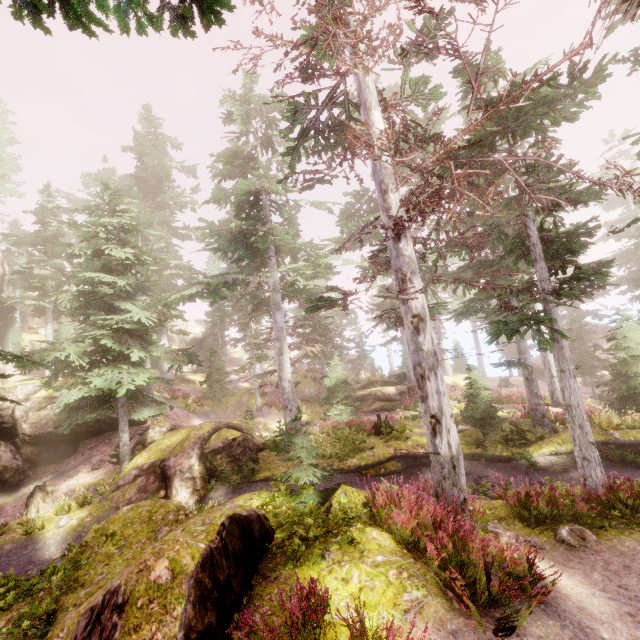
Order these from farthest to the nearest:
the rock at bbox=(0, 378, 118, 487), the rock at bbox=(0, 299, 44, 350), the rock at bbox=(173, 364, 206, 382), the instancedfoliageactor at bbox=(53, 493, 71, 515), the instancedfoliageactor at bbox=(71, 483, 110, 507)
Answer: the rock at bbox=(173, 364, 206, 382) → the rock at bbox=(0, 299, 44, 350) → the rock at bbox=(0, 378, 118, 487) → the instancedfoliageactor at bbox=(71, 483, 110, 507) → the instancedfoliageactor at bbox=(53, 493, 71, 515)

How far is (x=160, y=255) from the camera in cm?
2792

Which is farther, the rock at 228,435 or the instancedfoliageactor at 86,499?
the instancedfoliageactor at 86,499

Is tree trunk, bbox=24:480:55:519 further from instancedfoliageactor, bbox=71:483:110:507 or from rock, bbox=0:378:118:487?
rock, bbox=0:378:118:487

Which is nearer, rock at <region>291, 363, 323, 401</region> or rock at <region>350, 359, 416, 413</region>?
rock at <region>350, 359, 416, 413</region>

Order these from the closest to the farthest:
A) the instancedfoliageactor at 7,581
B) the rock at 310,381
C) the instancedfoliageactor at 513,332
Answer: the instancedfoliageactor at 7,581 → the instancedfoliageactor at 513,332 → the rock at 310,381

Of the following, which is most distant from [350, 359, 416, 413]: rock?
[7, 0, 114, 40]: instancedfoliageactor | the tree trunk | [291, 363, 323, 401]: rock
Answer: the tree trunk

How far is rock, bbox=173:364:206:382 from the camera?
39.06m
